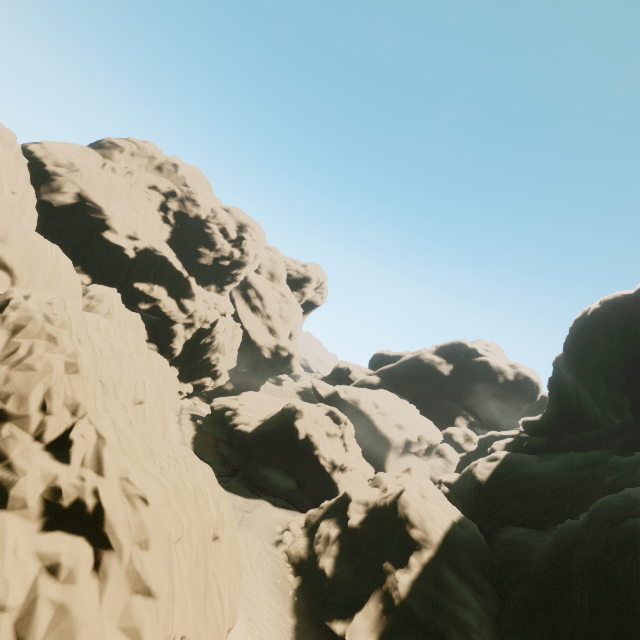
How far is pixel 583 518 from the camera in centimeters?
2262cm

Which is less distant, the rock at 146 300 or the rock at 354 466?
the rock at 146 300

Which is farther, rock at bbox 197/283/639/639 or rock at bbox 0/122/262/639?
rock at bbox 197/283/639/639
